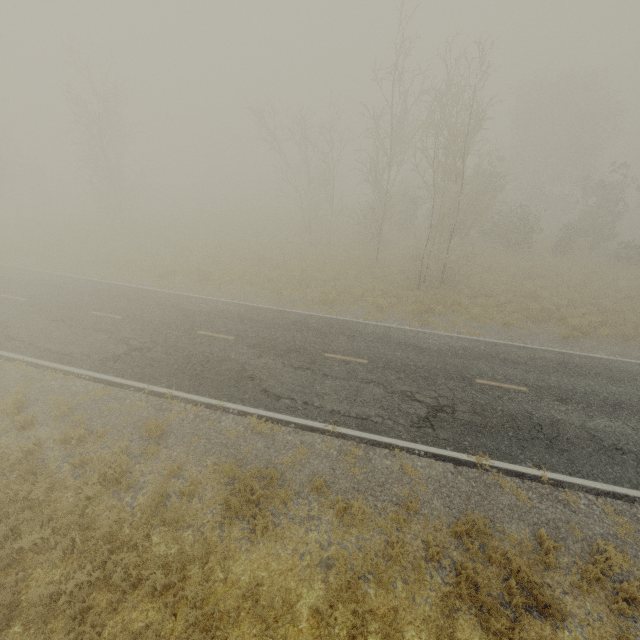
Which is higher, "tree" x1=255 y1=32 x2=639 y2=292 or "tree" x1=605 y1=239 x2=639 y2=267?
"tree" x1=255 y1=32 x2=639 y2=292

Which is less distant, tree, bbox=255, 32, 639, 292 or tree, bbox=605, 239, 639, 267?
tree, bbox=255, 32, 639, 292

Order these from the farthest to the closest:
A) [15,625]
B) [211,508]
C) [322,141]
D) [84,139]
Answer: [84,139] → [322,141] → [211,508] → [15,625]

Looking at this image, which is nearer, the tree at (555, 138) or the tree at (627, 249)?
the tree at (555, 138)

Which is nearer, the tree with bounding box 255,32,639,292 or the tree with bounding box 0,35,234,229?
the tree with bounding box 255,32,639,292

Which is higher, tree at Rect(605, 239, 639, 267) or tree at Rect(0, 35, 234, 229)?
tree at Rect(0, 35, 234, 229)

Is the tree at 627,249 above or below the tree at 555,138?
below
